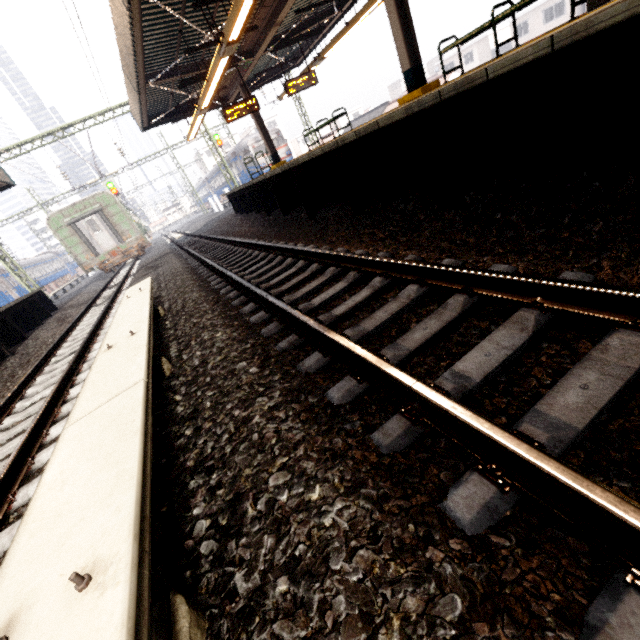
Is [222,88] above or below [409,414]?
above

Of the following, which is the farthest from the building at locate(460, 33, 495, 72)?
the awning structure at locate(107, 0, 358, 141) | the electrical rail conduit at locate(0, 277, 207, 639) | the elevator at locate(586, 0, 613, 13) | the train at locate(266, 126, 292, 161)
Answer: the electrical rail conduit at locate(0, 277, 207, 639)

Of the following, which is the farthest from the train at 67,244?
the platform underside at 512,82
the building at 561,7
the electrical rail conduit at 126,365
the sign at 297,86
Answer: the building at 561,7

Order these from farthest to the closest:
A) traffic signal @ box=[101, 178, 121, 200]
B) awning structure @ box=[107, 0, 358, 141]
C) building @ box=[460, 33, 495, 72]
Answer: building @ box=[460, 33, 495, 72] < traffic signal @ box=[101, 178, 121, 200] < awning structure @ box=[107, 0, 358, 141]

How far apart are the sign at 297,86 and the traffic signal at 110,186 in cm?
2016

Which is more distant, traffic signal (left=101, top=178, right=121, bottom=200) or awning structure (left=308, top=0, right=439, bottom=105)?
traffic signal (left=101, top=178, right=121, bottom=200)

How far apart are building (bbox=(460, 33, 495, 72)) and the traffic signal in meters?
51.4

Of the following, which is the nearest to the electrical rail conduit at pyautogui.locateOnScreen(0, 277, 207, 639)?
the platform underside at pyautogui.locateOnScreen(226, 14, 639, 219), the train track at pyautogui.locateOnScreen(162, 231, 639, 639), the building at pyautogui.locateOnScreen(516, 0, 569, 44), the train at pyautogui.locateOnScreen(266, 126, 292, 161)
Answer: the train track at pyautogui.locateOnScreen(162, 231, 639, 639)
